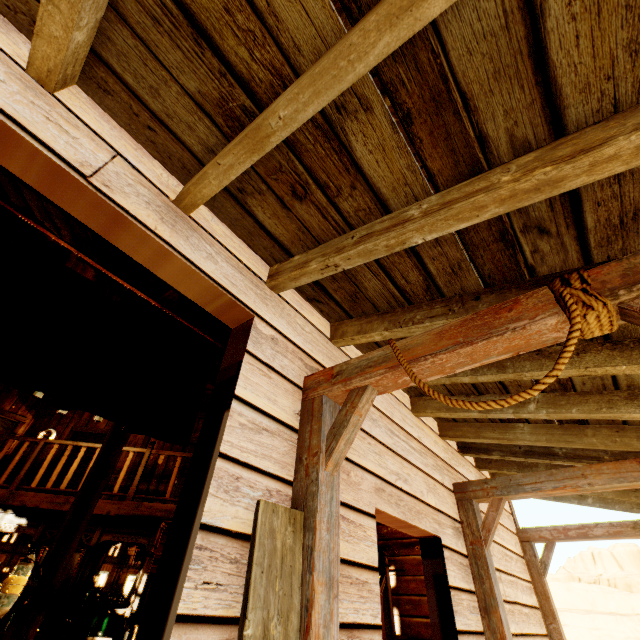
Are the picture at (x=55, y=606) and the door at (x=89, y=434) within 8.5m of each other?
yes

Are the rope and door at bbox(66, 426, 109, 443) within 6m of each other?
no

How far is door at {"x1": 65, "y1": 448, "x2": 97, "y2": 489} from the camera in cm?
841

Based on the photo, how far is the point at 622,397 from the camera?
2.29m

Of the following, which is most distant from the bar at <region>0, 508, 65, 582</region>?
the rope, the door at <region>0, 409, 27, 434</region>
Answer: the rope

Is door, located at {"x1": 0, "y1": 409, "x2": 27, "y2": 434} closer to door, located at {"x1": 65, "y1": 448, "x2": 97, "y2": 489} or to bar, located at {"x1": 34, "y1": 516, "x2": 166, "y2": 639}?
door, located at {"x1": 65, "y1": 448, "x2": 97, "y2": 489}

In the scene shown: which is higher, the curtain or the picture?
the curtain

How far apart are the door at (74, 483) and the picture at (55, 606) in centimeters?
199cm
